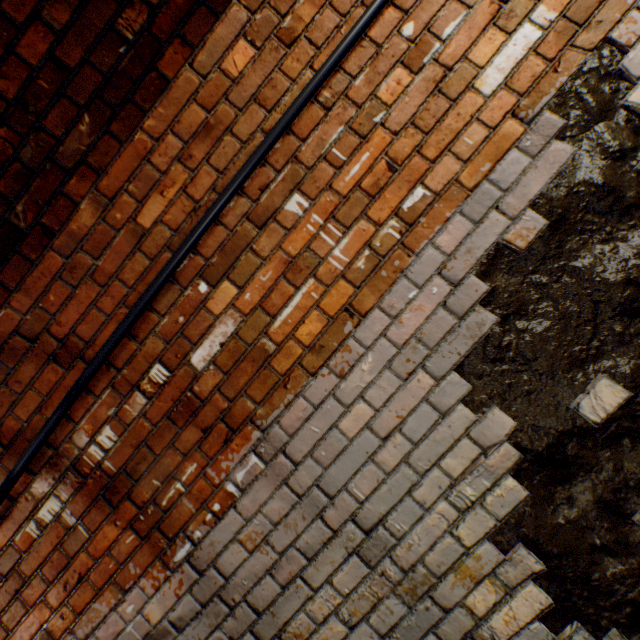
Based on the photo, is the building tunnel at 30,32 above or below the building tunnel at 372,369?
above

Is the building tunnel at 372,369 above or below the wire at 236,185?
below

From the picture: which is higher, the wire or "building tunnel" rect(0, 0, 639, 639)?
the wire

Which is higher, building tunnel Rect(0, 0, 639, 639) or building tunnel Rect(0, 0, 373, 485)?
building tunnel Rect(0, 0, 373, 485)

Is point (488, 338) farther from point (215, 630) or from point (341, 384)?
point (215, 630)
